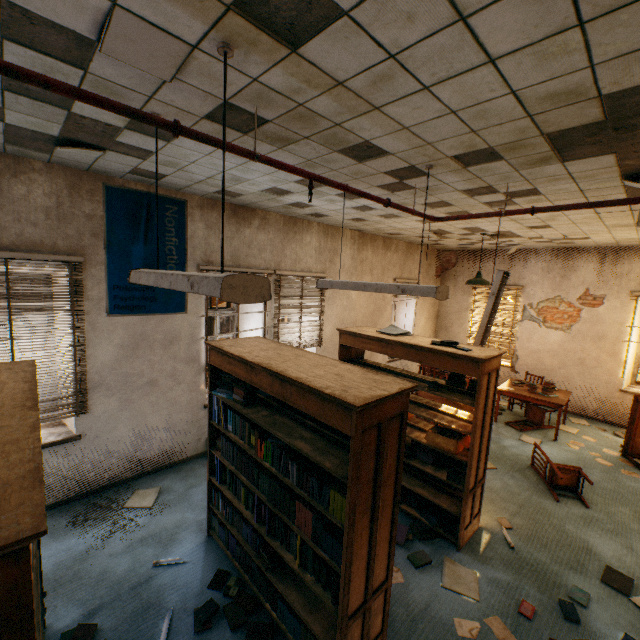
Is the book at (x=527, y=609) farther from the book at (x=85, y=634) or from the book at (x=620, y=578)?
the book at (x=85, y=634)

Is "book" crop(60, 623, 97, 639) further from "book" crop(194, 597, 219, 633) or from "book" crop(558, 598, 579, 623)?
"book" crop(558, 598, 579, 623)

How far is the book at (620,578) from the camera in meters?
3.2

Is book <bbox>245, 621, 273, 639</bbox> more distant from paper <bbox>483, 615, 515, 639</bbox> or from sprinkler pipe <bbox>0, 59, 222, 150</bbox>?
sprinkler pipe <bbox>0, 59, 222, 150</bbox>

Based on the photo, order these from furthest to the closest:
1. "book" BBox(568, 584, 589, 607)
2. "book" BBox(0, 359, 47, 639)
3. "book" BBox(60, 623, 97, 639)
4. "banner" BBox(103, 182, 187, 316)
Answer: "banner" BBox(103, 182, 187, 316) → "book" BBox(568, 584, 589, 607) → "book" BBox(60, 623, 97, 639) → "book" BBox(0, 359, 47, 639)

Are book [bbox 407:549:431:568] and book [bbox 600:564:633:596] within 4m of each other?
yes

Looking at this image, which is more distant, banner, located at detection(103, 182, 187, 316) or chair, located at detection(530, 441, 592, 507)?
chair, located at detection(530, 441, 592, 507)

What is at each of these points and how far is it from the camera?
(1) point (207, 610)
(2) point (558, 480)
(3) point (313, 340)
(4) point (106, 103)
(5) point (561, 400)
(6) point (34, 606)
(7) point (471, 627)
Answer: (1) book, 2.8 meters
(2) chair, 4.8 meters
(3) blinds, 6.5 meters
(4) sprinkler pipe, 1.5 meters
(5) table, 6.4 meters
(6) book, 0.9 meters
(7) paper, 2.8 meters
